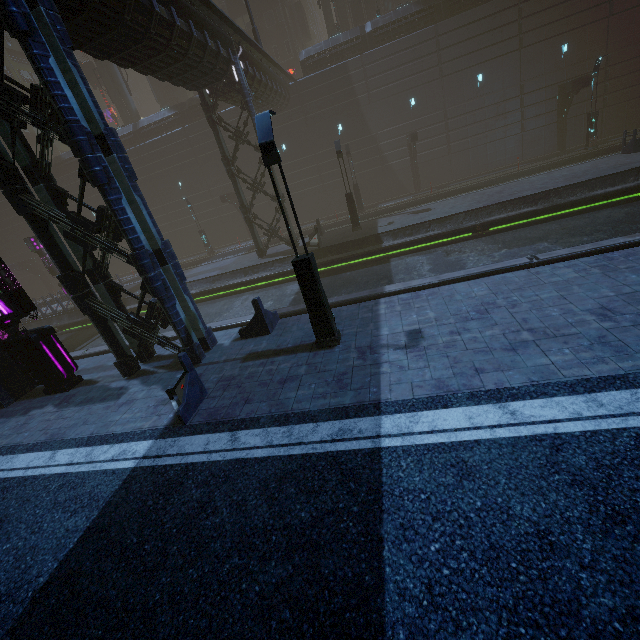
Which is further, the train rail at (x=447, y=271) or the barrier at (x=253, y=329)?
the train rail at (x=447, y=271)

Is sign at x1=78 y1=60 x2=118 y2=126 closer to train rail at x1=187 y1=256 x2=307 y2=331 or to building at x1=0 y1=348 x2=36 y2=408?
building at x1=0 y1=348 x2=36 y2=408

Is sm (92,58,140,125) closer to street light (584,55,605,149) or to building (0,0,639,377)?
building (0,0,639,377)

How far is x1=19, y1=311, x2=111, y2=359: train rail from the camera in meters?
15.9 m

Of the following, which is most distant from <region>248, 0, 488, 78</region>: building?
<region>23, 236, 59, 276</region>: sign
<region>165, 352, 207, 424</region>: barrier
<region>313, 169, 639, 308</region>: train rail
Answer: <region>165, 352, 207, 424</region>: barrier

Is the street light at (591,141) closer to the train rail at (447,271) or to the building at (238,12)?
the building at (238,12)

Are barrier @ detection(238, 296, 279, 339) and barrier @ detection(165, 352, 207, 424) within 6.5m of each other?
yes

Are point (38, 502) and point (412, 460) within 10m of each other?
yes
